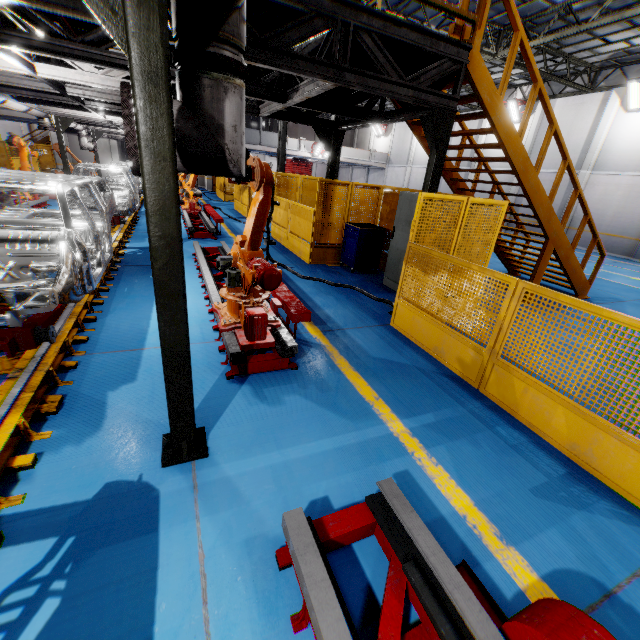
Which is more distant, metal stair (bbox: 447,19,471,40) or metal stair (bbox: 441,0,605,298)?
metal stair (bbox: 441,0,605,298)

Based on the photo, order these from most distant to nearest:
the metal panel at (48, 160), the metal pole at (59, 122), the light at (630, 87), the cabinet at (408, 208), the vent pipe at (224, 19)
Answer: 1. the metal panel at (48, 160)
2. the light at (630, 87)
3. the metal pole at (59, 122)
4. the cabinet at (408, 208)
5. the vent pipe at (224, 19)

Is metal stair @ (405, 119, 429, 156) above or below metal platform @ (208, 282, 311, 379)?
above

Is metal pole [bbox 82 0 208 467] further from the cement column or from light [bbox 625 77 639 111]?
the cement column

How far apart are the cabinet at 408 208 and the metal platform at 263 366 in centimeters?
304cm

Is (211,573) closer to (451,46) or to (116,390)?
(116,390)

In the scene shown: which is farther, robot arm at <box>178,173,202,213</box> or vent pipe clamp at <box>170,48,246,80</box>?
robot arm at <box>178,173,202,213</box>

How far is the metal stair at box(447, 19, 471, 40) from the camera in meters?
4.5
